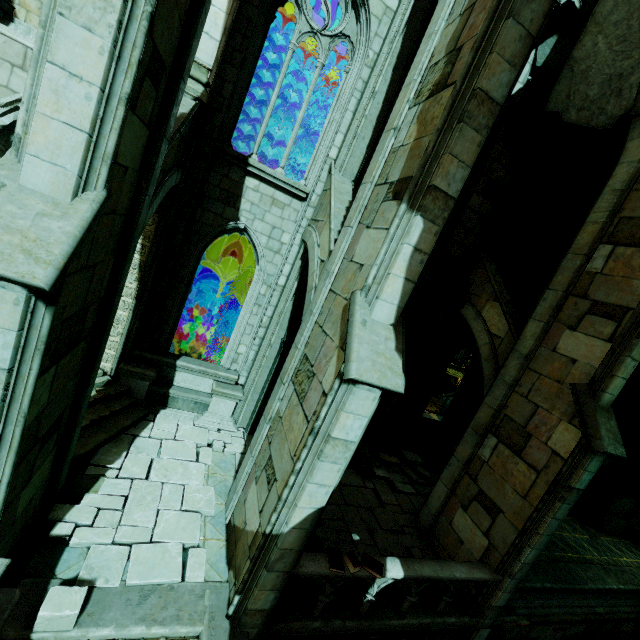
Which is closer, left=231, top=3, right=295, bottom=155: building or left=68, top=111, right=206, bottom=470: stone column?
left=68, top=111, right=206, bottom=470: stone column

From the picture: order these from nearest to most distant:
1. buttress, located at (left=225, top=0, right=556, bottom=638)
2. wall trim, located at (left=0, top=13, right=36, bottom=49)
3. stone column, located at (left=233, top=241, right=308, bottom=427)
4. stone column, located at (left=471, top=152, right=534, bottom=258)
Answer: buttress, located at (left=225, top=0, right=556, bottom=638), wall trim, located at (left=0, top=13, right=36, bottom=49), stone column, located at (left=233, top=241, right=308, bottom=427), stone column, located at (left=471, top=152, right=534, bottom=258)

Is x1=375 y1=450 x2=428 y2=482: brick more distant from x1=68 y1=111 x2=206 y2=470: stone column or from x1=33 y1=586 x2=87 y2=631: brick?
x1=33 y1=586 x2=87 y2=631: brick

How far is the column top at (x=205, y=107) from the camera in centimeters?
732cm

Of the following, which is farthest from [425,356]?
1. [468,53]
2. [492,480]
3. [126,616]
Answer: [126,616]

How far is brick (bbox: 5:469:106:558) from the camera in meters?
5.3

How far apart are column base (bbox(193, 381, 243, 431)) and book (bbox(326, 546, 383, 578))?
4.9m

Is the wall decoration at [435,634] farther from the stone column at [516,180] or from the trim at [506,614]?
the stone column at [516,180]
